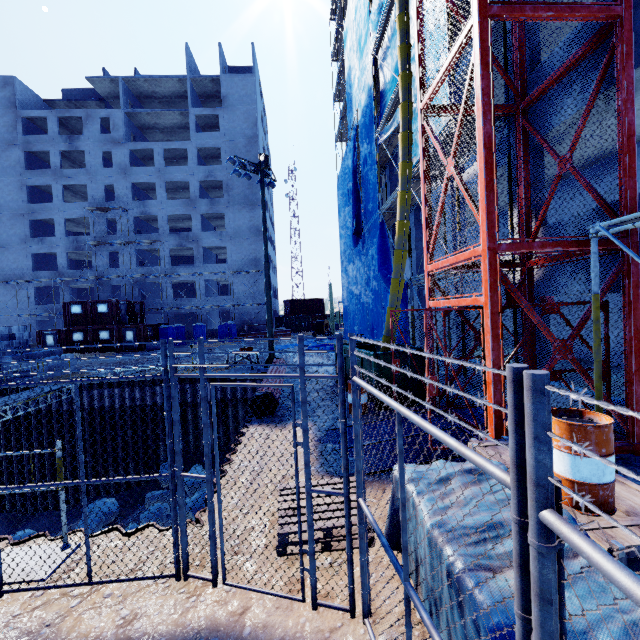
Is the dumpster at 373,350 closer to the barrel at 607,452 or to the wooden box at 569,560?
the wooden box at 569,560

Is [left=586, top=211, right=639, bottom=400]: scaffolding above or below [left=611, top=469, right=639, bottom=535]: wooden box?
above

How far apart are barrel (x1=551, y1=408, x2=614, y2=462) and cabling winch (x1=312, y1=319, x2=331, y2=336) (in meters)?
31.25

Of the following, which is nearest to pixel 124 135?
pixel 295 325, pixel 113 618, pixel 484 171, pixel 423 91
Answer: pixel 295 325

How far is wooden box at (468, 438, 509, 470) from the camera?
4.00m

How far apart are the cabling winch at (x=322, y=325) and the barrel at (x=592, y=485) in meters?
31.3 m
